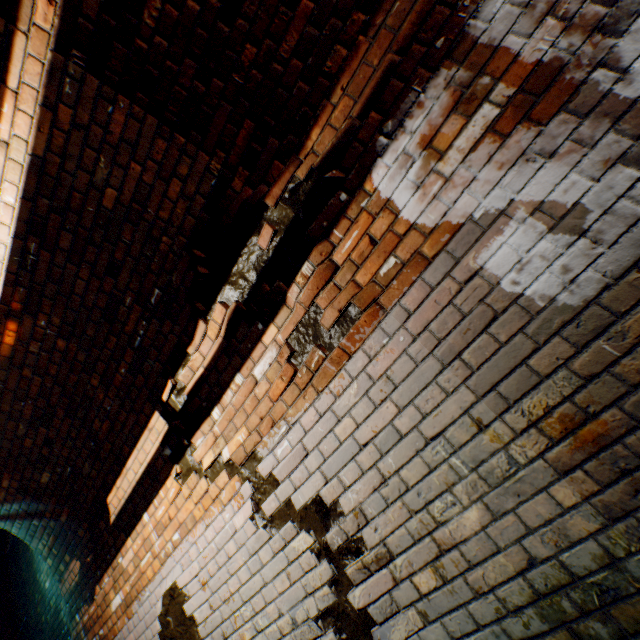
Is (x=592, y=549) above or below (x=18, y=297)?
below
